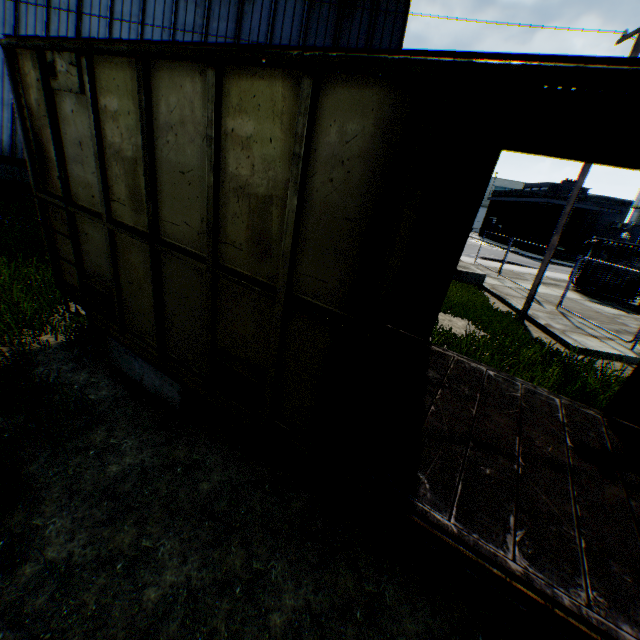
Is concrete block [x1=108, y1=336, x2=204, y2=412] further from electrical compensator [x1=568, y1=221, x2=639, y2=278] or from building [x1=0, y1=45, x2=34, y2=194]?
electrical compensator [x1=568, y1=221, x2=639, y2=278]

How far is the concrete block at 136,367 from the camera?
4.3m

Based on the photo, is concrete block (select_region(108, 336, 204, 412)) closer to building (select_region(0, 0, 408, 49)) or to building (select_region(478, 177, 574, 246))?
building (select_region(0, 0, 408, 49))

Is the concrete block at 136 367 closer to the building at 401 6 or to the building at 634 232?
the building at 401 6

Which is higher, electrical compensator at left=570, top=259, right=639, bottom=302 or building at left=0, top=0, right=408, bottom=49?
building at left=0, top=0, right=408, bottom=49

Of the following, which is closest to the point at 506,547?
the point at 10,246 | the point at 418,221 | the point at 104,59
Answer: the point at 418,221

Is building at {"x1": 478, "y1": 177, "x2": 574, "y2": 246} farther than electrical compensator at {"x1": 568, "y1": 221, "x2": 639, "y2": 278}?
Yes
